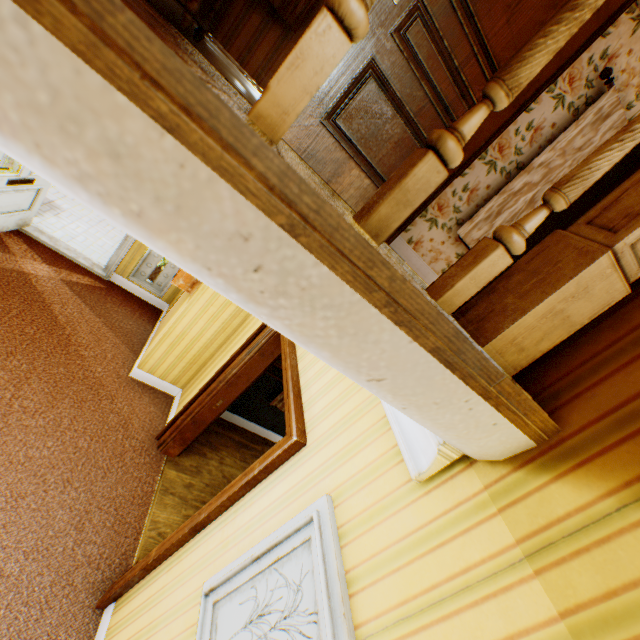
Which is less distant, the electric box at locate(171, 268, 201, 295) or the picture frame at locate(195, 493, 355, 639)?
the picture frame at locate(195, 493, 355, 639)

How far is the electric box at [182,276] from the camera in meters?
3.9 m

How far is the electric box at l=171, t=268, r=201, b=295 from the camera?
3.87m

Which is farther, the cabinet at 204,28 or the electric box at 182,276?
the electric box at 182,276

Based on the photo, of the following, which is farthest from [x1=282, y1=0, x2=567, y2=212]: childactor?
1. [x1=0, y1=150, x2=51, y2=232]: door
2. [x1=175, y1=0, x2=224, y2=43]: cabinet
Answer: [x1=0, y1=150, x2=51, y2=232]: door

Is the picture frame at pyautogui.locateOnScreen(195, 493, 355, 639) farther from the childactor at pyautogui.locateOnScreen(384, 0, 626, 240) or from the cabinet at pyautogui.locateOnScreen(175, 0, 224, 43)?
the cabinet at pyautogui.locateOnScreen(175, 0, 224, 43)

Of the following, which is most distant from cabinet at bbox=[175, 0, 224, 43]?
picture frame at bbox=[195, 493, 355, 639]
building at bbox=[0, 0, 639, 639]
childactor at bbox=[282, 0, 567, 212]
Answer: picture frame at bbox=[195, 493, 355, 639]

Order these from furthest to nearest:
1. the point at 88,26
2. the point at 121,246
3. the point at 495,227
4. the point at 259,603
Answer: the point at 121,246 < the point at 495,227 < the point at 259,603 < the point at 88,26
